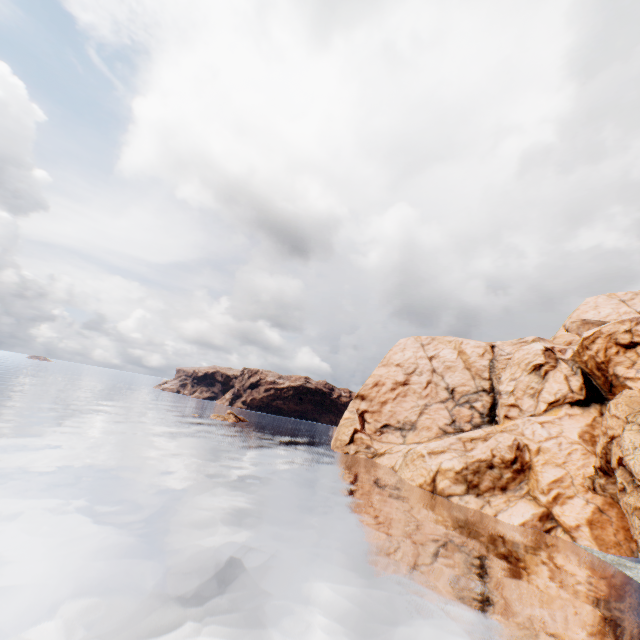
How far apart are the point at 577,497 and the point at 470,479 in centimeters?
969cm
